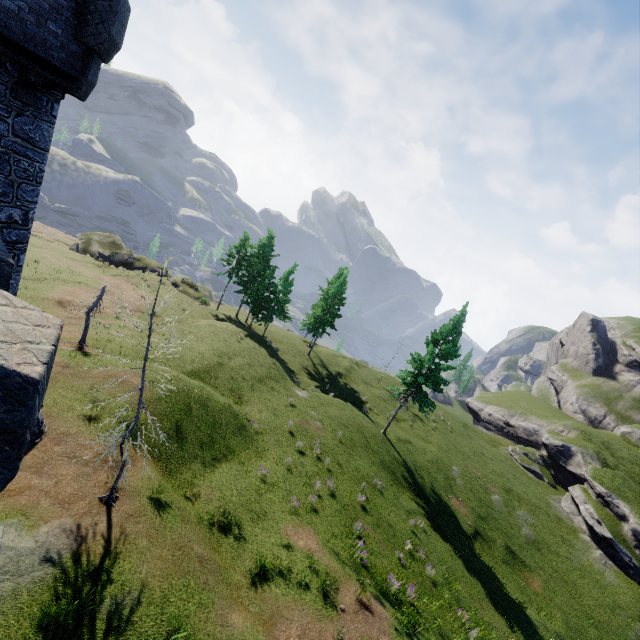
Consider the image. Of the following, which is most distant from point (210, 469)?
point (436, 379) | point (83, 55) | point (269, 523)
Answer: point (436, 379)
